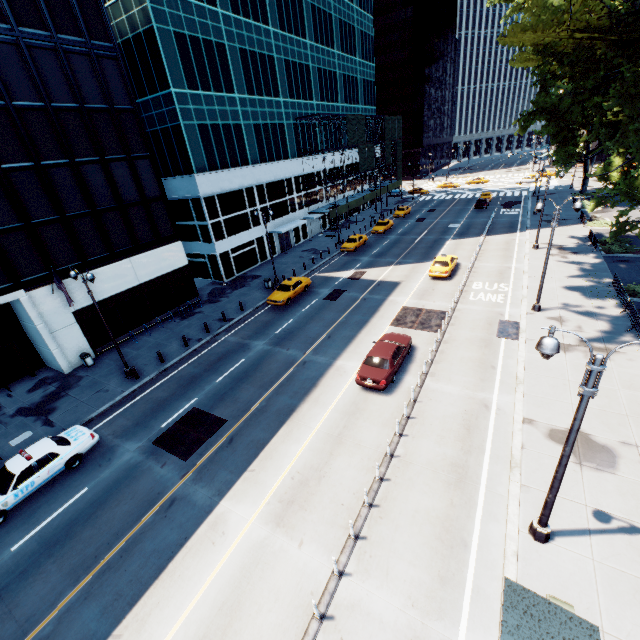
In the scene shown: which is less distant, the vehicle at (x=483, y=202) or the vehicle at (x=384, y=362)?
the vehicle at (x=384, y=362)

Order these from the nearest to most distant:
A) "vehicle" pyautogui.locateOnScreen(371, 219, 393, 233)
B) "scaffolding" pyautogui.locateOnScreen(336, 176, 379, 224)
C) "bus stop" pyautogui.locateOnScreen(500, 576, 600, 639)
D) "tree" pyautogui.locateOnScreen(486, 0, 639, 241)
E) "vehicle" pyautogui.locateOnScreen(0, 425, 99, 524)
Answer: "bus stop" pyautogui.locateOnScreen(500, 576, 600, 639) → "vehicle" pyautogui.locateOnScreen(0, 425, 99, 524) → "tree" pyautogui.locateOnScreen(486, 0, 639, 241) → "vehicle" pyautogui.locateOnScreen(371, 219, 393, 233) → "scaffolding" pyautogui.locateOnScreen(336, 176, 379, 224)

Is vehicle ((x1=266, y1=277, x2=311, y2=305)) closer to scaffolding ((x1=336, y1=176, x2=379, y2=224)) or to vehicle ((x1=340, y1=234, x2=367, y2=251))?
vehicle ((x1=340, y1=234, x2=367, y2=251))

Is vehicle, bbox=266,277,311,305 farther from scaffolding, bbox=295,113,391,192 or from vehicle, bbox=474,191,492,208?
vehicle, bbox=474,191,492,208

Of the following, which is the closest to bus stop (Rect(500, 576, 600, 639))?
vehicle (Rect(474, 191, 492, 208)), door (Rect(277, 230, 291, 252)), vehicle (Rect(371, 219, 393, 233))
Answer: door (Rect(277, 230, 291, 252))

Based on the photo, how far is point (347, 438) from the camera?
14.64m

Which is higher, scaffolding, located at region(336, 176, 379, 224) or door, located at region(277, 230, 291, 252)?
scaffolding, located at region(336, 176, 379, 224)

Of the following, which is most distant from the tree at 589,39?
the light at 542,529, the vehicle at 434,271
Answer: the vehicle at 434,271
